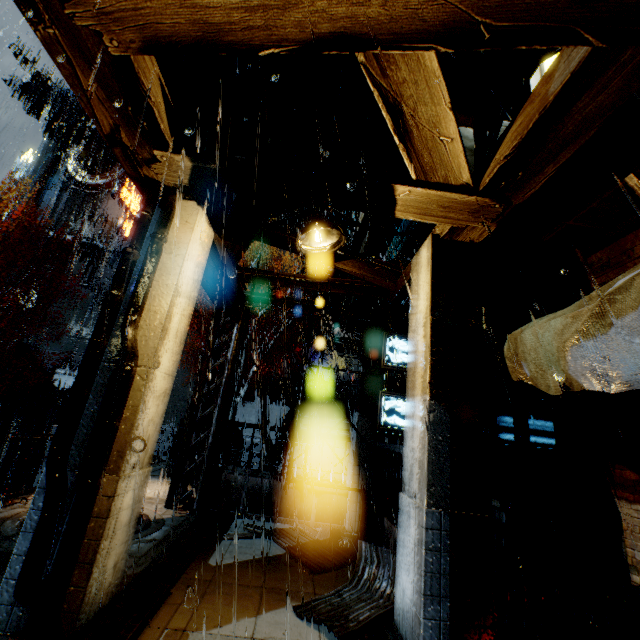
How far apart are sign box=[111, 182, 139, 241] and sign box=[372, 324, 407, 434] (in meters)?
33.03

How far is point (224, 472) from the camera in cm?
922

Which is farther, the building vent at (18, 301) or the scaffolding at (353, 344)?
the building vent at (18, 301)

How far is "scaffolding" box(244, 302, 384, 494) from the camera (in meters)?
8.99

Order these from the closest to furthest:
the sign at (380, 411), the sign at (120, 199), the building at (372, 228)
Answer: the building at (372, 228), the sign at (380, 411), the sign at (120, 199)

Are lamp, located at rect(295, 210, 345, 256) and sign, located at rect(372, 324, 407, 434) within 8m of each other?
yes

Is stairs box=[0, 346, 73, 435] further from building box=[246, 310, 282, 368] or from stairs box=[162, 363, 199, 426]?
stairs box=[162, 363, 199, 426]

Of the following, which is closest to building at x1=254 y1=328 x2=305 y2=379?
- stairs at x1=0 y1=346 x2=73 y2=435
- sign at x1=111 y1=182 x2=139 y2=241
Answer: stairs at x1=0 y1=346 x2=73 y2=435
